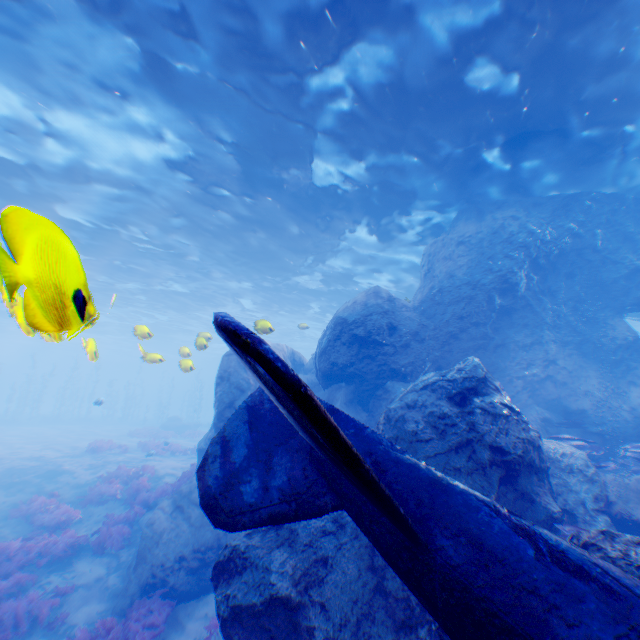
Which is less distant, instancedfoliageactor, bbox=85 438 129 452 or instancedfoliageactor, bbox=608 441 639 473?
instancedfoliageactor, bbox=608 441 639 473

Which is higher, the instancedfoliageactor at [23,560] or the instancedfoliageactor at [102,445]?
the instancedfoliageactor at [102,445]

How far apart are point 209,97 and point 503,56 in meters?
8.1

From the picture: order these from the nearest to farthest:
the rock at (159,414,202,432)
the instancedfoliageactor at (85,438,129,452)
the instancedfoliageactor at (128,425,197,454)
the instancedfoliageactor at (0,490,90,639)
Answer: the instancedfoliageactor at (0,490,90,639), the instancedfoliageactor at (85,438,129,452), the instancedfoliageactor at (128,425,197,454), the rock at (159,414,202,432)

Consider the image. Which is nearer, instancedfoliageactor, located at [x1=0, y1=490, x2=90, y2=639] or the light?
the light

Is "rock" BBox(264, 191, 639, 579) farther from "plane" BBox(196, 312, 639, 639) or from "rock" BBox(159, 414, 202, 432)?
"rock" BBox(159, 414, 202, 432)

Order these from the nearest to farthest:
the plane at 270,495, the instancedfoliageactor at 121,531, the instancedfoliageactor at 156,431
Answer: the plane at 270,495
the instancedfoliageactor at 121,531
the instancedfoliageactor at 156,431

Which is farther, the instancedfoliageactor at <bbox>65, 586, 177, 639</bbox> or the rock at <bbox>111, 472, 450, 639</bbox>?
the instancedfoliageactor at <bbox>65, 586, 177, 639</bbox>
